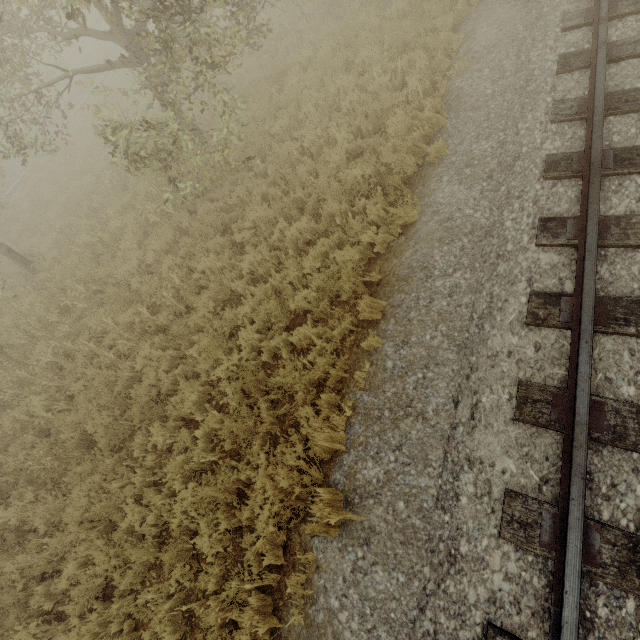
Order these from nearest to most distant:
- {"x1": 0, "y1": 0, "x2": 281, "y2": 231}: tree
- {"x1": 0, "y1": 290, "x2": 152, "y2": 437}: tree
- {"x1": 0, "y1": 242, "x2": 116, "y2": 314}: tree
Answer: {"x1": 0, "y1": 0, "x2": 281, "y2": 231}: tree
{"x1": 0, "y1": 290, "x2": 152, "y2": 437}: tree
{"x1": 0, "y1": 242, "x2": 116, "y2": 314}: tree

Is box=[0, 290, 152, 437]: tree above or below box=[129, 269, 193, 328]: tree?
below

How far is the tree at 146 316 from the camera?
6.4m

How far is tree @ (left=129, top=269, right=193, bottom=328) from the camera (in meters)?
6.43

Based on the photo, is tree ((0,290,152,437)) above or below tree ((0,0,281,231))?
below

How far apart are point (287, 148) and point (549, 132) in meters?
4.9

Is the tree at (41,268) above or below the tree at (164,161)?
below

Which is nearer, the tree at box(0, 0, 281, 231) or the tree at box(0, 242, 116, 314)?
the tree at box(0, 0, 281, 231)
